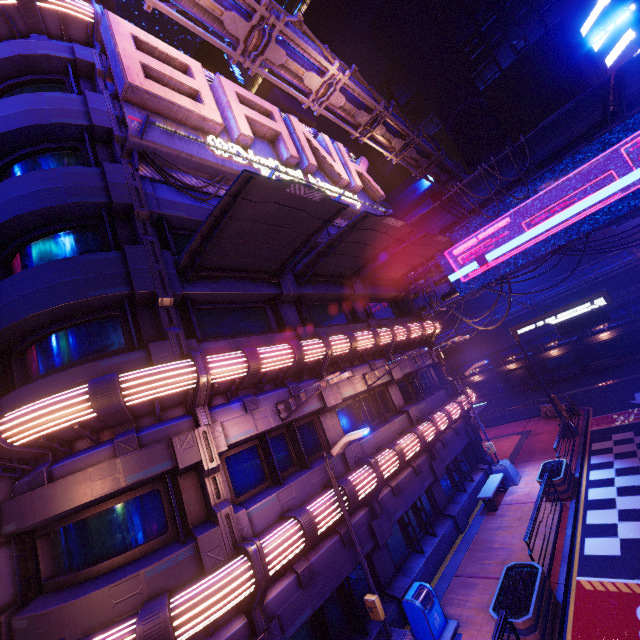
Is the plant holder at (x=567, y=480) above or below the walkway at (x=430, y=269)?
below

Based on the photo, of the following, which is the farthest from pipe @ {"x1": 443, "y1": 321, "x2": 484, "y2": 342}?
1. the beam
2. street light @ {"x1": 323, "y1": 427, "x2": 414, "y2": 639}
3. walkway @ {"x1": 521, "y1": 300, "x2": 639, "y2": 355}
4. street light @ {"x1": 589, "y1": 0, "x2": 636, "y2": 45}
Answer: street light @ {"x1": 323, "y1": 427, "x2": 414, "y2": 639}

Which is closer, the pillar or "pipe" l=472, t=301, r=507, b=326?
the pillar

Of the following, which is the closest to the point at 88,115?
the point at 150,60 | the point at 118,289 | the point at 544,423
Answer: the point at 150,60

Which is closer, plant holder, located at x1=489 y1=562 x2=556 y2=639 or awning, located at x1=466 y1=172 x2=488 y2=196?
plant holder, located at x1=489 y1=562 x2=556 y2=639

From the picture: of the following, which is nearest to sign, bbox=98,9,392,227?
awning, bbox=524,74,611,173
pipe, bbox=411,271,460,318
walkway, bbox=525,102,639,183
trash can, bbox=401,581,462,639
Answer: awning, bbox=524,74,611,173

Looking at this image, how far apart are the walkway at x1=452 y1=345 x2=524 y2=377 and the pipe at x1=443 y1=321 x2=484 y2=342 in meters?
2.8

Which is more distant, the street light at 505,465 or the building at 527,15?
the building at 527,15
